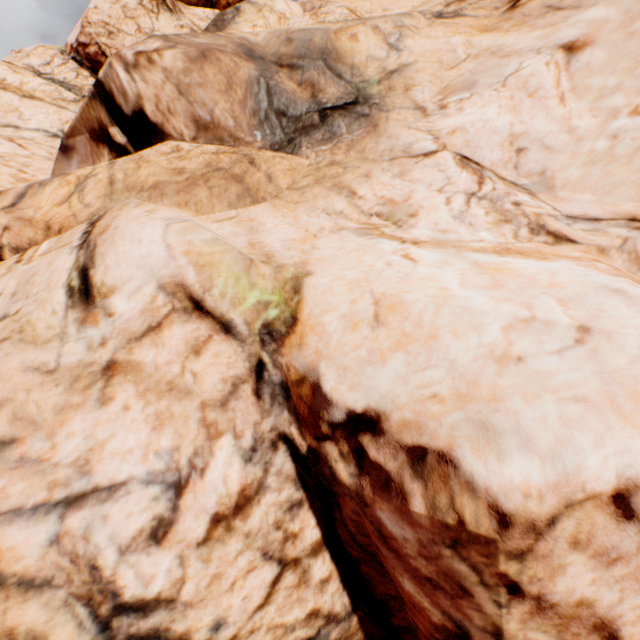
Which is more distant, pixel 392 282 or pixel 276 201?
pixel 276 201
